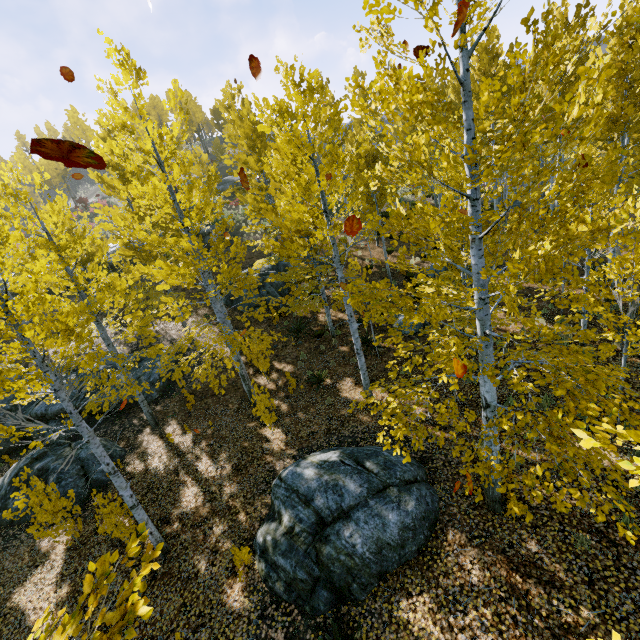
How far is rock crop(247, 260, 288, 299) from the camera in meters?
19.4 m

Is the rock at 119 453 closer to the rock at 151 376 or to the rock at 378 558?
the rock at 151 376

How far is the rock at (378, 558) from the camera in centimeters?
598cm

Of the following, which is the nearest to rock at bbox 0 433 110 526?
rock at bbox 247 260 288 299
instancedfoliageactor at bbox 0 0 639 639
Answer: instancedfoliageactor at bbox 0 0 639 639

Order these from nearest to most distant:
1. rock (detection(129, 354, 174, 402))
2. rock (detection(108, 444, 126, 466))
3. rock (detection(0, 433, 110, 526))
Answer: rock (detection(0, 433, 110, 526)) < rock (detection(108, 444, 126, 466)) < rock (detection(129, 354, 174, 402))

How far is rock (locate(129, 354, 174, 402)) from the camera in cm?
1448

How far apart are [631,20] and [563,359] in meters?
4.2 m

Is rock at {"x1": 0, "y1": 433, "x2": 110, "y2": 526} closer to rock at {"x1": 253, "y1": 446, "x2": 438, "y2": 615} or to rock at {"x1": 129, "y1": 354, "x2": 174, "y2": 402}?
rock at {"x1": 129, "y1": 354, "x2": 174, "y2": 402}
